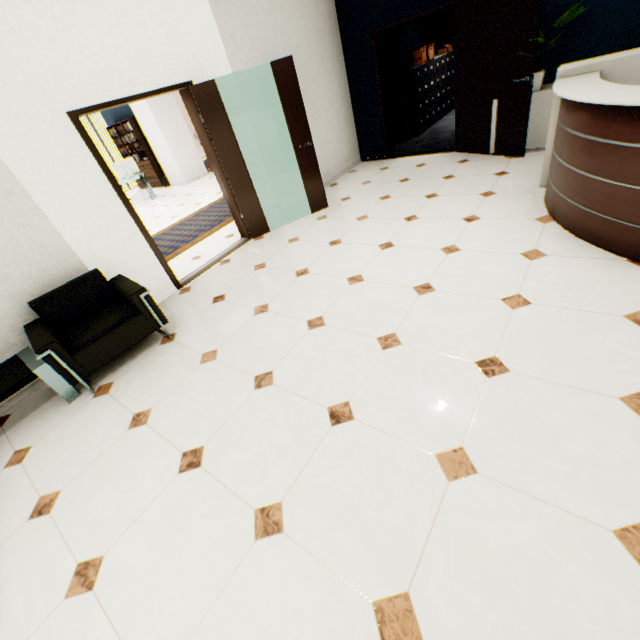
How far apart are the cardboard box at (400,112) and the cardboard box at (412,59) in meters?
0.6 m

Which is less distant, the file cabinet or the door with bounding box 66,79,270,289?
the door with bounding box 66,79,270,289

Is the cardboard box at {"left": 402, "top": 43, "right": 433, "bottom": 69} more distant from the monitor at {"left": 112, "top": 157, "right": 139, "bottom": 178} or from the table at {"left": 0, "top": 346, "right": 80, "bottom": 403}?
the table at {"left": 0, "top": 346, "right": 80, "bottom": 403}

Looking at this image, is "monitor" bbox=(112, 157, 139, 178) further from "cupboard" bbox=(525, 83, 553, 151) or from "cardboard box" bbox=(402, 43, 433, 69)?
"cupboard" bbox=(525, 83, 553, 151)

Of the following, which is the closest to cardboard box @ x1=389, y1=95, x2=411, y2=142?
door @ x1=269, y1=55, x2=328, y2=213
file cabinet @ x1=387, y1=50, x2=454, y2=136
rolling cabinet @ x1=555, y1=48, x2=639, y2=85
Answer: file cabinet @ x1=387, y1=50, x2=454, y2=136

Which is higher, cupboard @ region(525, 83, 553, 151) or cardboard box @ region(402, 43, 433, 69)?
cardboard box @ region(402, 43, 433, 69)

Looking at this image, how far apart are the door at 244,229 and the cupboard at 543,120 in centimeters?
402cm

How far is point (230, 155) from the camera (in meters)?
4.48
